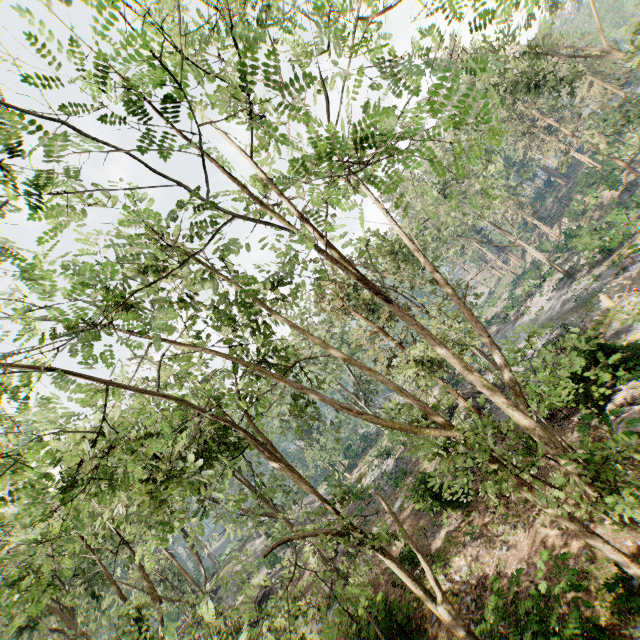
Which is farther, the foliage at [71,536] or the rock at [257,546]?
the rock at [257,546]

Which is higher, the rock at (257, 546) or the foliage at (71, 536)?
the foliage at (71, 536)

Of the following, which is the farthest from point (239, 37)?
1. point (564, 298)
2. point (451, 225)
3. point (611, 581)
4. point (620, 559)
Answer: point (451, 225)

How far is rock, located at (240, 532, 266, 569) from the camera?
41.09m

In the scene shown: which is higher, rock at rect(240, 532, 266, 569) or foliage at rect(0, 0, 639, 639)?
foliage at rect(0, 0, 639, 639)

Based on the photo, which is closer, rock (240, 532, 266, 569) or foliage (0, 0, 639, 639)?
foliage (0, 0, 639, 639)
